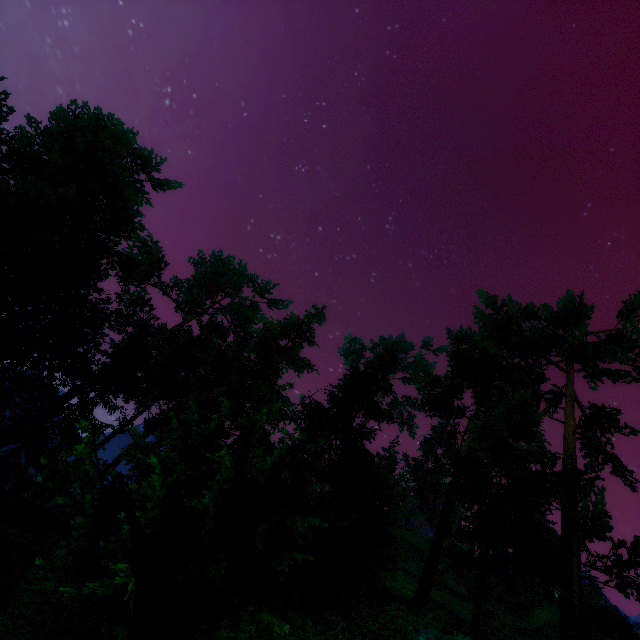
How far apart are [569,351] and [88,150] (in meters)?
A: 27.80
